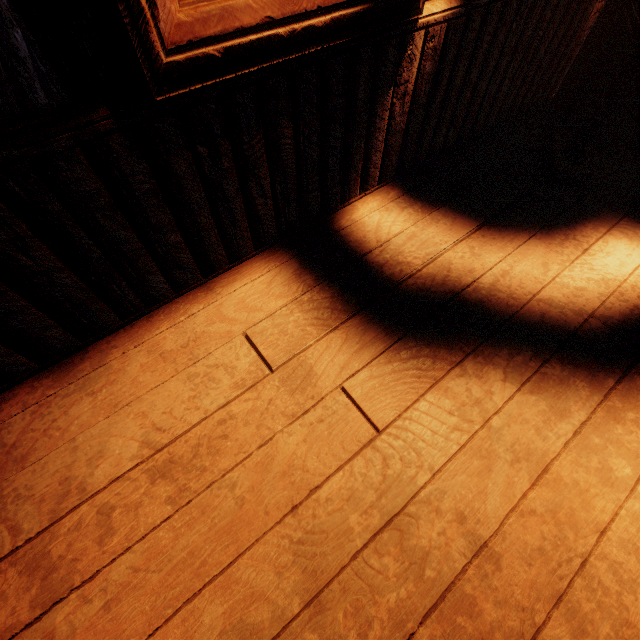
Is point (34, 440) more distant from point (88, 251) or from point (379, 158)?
point (379, 158)

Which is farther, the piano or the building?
the piano

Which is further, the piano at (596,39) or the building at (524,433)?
the piano at (596,39)
